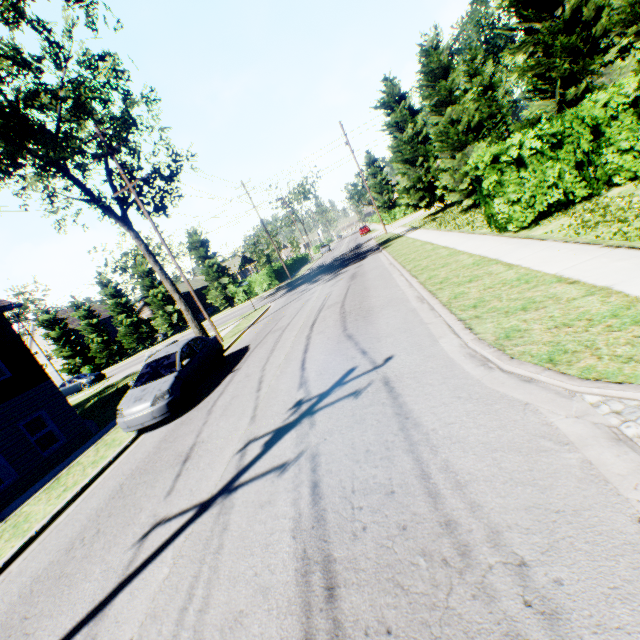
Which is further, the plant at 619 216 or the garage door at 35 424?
the garage door at 35 424

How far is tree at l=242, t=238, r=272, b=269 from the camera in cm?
4753

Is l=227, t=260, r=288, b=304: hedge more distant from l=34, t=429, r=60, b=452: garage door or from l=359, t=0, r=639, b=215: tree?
l=34, t=429, r=60, b=452: garage door

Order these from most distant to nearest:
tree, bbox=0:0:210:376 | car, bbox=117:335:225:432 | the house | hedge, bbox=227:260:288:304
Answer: the house, hedge, bbox=227:260:288:304, tree, bbox=0:0:210:376, car, bbox=117:335:225:432

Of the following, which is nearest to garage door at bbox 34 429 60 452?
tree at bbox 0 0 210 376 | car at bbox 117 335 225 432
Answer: car at bbox 117 335 225 432

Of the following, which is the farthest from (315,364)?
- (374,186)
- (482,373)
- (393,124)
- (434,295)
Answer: (374,186)

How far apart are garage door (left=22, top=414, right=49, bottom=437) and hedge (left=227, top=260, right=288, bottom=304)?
25.4m

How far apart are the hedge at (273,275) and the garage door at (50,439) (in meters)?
25.43
